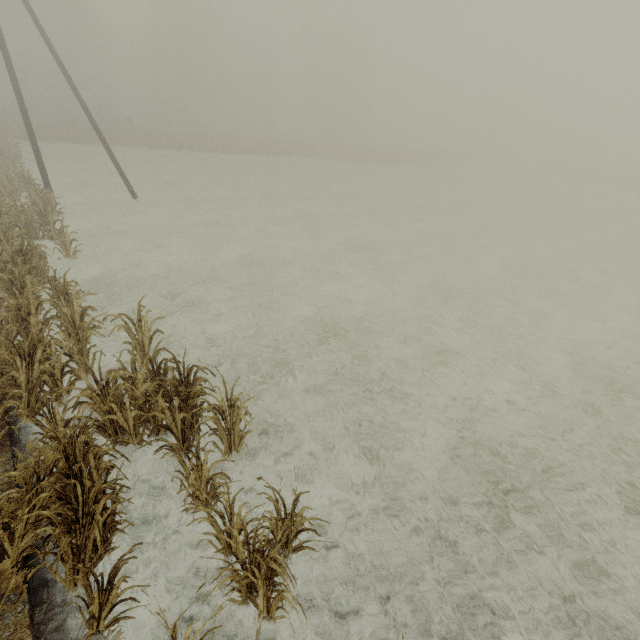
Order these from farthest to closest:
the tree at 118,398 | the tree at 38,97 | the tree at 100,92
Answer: the tree at 100,92
the tree at 38,97
the tree at 118,398

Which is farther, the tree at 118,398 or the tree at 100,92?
the tree at 100,92

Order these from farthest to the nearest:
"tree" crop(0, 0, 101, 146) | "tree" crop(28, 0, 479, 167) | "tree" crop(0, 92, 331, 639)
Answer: "tree" crop(28, 0, 479, 167) → "tree" crop(0, 0, 101, 146) → "tree" crop(0, 92, 331, 639)

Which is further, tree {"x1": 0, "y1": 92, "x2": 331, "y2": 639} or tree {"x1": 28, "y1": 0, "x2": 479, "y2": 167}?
tree {"x1": 28, "y1": 0, "x2": 479, "y2": 167}

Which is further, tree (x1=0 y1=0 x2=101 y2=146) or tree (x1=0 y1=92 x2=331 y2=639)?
tree (x1=0 y1=0 x2=101 y2=146)

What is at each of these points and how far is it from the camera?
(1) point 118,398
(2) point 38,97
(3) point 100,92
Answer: (1) tree, 4.9 meters
(2) tree, 46.6 meters
(3) tree, 47.2 meters

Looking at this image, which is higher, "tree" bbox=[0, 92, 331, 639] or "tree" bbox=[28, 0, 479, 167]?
"tree" bbox=[28, 0, 479, 167]
